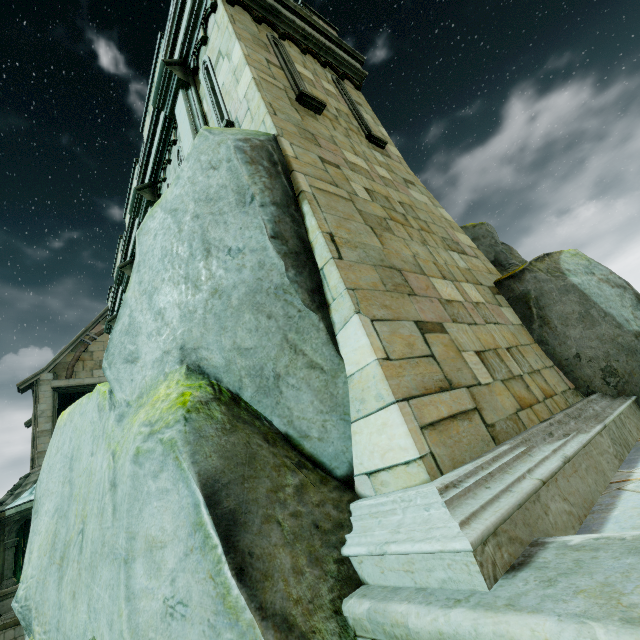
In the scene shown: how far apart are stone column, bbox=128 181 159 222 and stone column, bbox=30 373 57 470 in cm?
1206

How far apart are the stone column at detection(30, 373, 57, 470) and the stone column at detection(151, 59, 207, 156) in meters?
15.1 m

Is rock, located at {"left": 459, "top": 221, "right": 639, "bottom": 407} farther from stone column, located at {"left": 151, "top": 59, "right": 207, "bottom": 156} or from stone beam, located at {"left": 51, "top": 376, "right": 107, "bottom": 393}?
stone beam, located at {"left": 51, "top": 376, "right": 107, "bottom": 393}

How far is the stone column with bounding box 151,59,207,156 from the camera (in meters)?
5.85

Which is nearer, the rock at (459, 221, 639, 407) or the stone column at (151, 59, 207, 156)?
the rock at (459, 221, 639, 407)

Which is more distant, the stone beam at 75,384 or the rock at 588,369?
the stone beam at 75,384

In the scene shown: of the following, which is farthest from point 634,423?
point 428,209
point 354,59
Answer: point 354,59

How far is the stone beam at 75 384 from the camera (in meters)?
15.78
